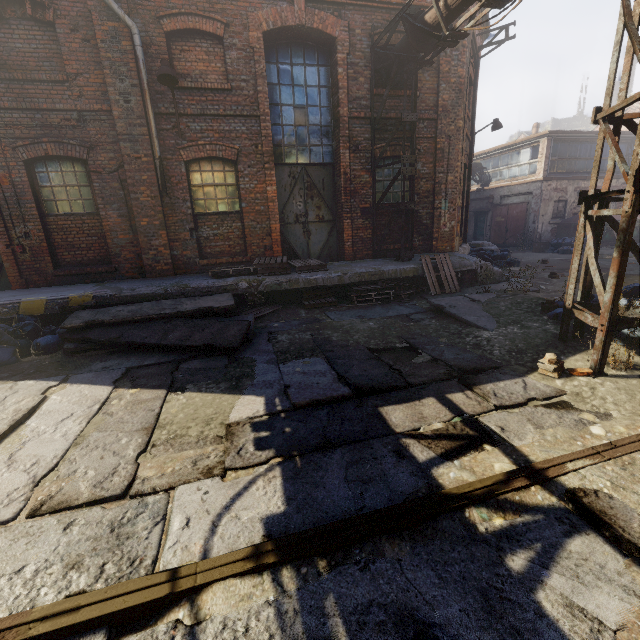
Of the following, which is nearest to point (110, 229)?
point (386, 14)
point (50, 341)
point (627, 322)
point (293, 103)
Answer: point (50, 341)

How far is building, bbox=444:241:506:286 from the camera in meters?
9.1 m

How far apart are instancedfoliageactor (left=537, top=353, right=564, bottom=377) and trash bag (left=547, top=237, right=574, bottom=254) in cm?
1529

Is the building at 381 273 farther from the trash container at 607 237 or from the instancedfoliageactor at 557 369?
the trash container at 607 237

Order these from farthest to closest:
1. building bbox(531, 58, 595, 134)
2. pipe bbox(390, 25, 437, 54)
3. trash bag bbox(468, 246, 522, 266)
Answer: building bbox(531, 58, 595, 134)
trash bag bbox(468, 246, 522, 266)
pipe bbox(390, 25, 437, 54)

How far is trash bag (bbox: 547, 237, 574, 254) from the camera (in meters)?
15.95

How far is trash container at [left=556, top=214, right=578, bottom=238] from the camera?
18.0m

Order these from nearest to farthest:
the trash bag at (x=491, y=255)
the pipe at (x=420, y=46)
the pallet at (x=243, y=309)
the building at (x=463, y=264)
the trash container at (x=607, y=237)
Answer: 1. the pipe at (x=420, y=46)
2. the pallet at (x=243, y=309)
3. the building at (x=463, y=264)
4. the trash bag at (x=491, y=255)
5. the trash container at (x=607, y=237)
